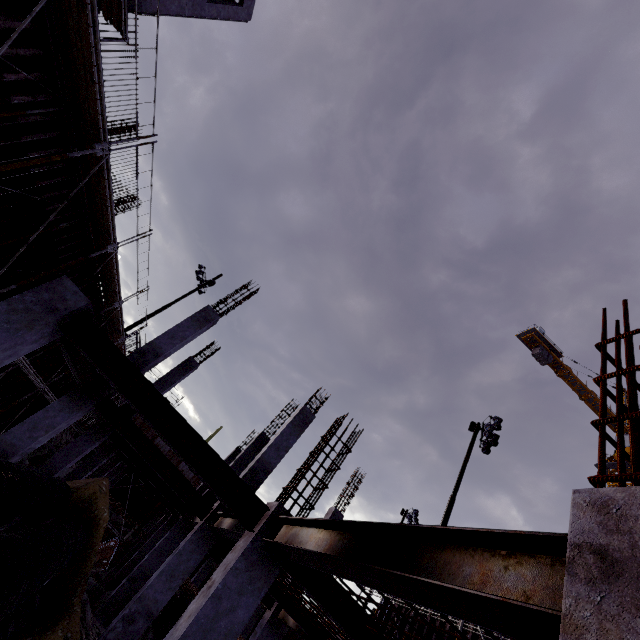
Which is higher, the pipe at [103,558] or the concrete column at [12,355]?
the concrete column at [12,355]

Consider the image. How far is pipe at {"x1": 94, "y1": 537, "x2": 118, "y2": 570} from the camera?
19.9 meters

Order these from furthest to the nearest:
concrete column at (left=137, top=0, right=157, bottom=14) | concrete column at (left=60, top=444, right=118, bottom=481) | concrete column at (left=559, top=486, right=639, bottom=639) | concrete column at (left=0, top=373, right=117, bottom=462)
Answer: concrete column at (left=60, top=444, right=118, bottom=481)
concrete column at (left=137, top=0, right=157, bottom=14)
concrete column at (left=0, top=373, right=117, bottom=462)
concrete column at (left=559, top=486, right=639, bottom=639)

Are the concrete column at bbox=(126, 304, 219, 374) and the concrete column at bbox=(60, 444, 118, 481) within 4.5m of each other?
no

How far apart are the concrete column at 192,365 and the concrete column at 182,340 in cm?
434

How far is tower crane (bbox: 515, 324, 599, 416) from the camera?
51.78m

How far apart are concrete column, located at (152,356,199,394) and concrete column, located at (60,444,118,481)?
4.34m

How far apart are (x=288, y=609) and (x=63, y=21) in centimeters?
1502cm
